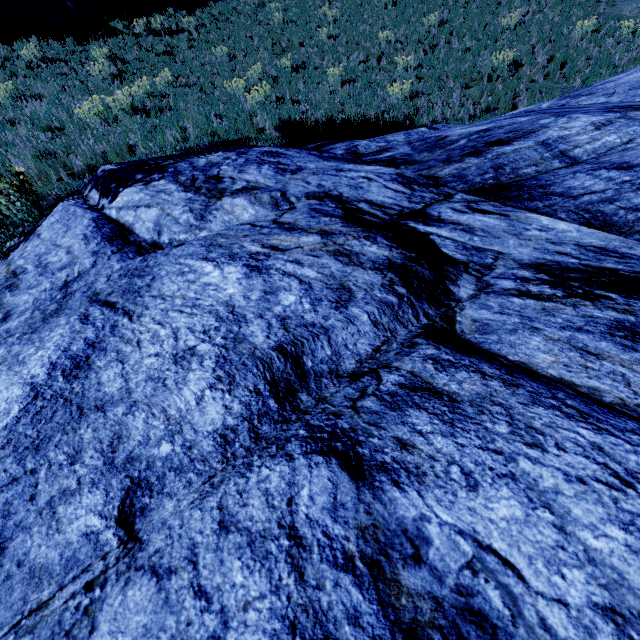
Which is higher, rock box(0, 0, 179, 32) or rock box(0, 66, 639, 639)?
rock box(0, 0, 179, 32)

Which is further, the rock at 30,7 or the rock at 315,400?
the rock at 30,7

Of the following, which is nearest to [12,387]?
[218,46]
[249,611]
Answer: [249,611]

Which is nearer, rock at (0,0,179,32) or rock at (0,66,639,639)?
rock at (0,66,639,639)

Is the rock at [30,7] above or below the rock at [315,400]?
above
